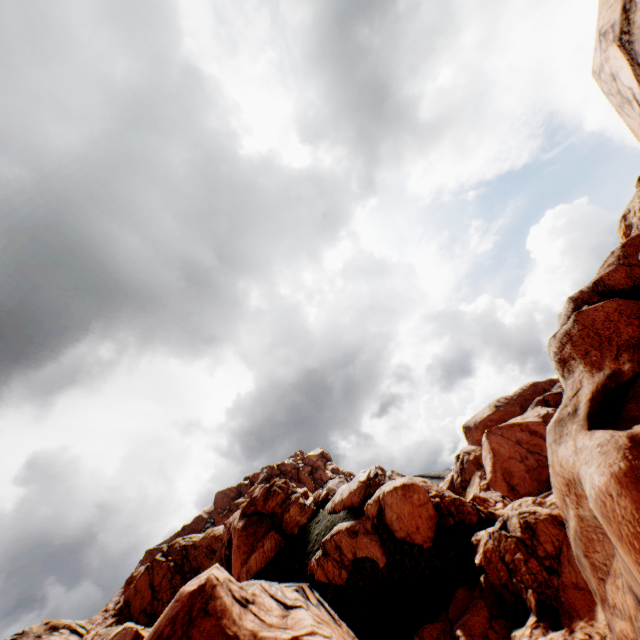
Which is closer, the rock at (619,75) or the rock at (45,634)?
the rock at (619,75)

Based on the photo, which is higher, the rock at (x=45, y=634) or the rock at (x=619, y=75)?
the rock at (x=45, y=634)

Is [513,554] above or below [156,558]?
below

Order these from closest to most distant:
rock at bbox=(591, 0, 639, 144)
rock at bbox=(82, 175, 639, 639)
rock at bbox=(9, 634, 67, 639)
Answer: rock at bbox=(591, 0, 639, 144)
rock at bbox=(82, 175, 639, 639)
rock at bbox=(9, 634, 67, 639)

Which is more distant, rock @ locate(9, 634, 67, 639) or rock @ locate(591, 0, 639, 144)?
rock @ locate(9, 634, 67, 639)

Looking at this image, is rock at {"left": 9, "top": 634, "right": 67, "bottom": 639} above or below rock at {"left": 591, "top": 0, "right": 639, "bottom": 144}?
above
